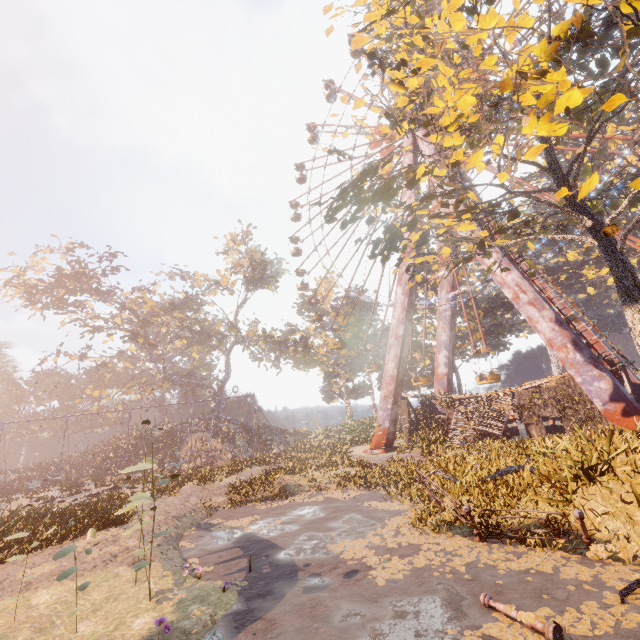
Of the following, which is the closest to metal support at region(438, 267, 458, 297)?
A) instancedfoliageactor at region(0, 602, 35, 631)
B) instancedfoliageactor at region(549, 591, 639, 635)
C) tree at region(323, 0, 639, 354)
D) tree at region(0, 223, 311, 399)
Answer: tree at region(323, 0, 639, 354)

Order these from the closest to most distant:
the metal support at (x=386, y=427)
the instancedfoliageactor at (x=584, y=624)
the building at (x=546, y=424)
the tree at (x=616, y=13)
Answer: the instancedfoliageactor at (x=584, y=624) → the tree at (x=616, y=13) → the building at (x=546, y=424) → the metal support at (x=386, y=427)

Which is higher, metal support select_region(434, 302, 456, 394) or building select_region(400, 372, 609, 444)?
metal support select_region(434, 302, 456, 394)

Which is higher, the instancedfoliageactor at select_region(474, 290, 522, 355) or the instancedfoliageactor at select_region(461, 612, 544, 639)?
the instancedfoliageactor at select_region(474, 290, 522, 355)

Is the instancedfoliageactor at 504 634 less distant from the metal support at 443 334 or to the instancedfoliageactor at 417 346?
the metal support at 443 334

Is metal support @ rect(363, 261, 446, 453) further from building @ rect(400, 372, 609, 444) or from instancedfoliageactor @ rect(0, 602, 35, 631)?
instancedfoliageactor @ rect(0, 602, 35, 631)

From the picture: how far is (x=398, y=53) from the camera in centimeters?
1294cm

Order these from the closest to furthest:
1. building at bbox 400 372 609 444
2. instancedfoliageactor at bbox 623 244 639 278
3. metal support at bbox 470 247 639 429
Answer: metal support at bbox 470 247 639 429, building at bbox 400 372 609 444, instancedfoliageactor at bbox 623 244 639 278
